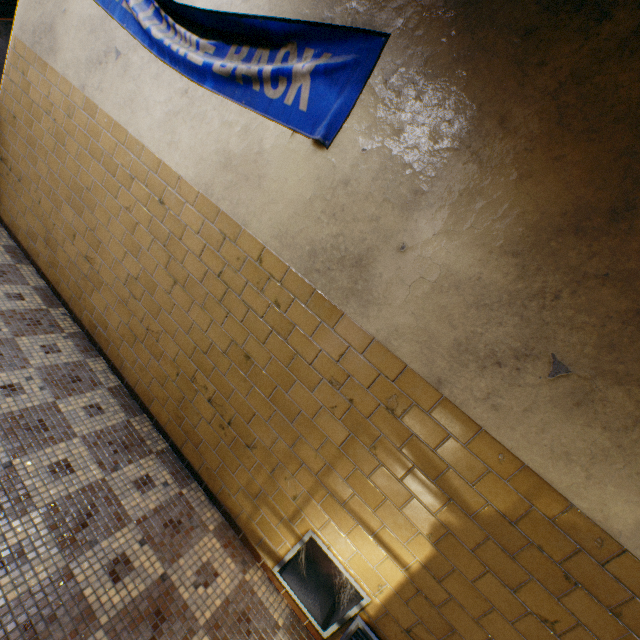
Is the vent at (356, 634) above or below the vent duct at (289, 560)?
above

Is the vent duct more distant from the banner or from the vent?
the banner

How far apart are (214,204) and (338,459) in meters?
2.0

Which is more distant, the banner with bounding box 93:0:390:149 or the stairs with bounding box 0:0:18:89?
the stairs with bounding box 0:0:18:89

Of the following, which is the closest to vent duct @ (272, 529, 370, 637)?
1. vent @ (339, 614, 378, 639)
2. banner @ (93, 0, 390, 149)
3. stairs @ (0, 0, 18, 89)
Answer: vent @ (339, 614, 378, 639)

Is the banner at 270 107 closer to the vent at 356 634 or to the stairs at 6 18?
the stairs at 6 18

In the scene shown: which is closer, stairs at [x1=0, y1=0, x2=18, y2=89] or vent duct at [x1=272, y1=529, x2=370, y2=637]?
vent duct at [x1=272, y1=529, x2=370, y2=637]

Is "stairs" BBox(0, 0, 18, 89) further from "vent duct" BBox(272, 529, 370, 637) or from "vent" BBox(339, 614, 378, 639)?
"vent" BBox(339, 614, 378, 639)
